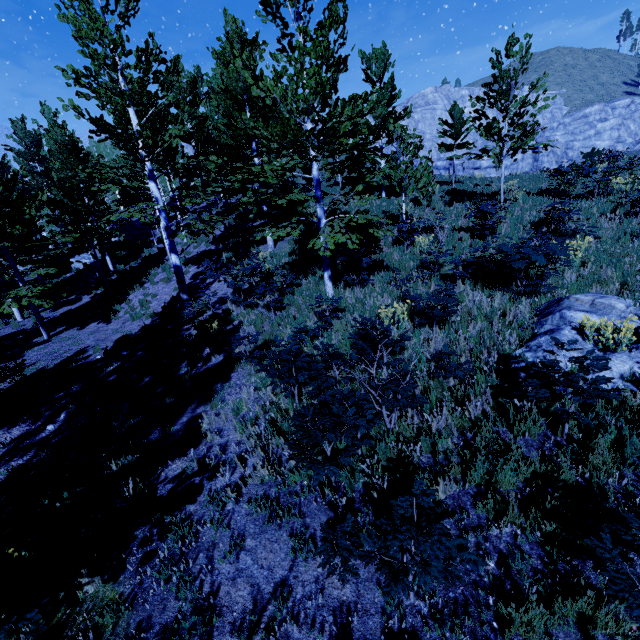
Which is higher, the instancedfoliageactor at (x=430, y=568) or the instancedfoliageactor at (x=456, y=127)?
the instancedfoliageactor at (x=456, y=127)

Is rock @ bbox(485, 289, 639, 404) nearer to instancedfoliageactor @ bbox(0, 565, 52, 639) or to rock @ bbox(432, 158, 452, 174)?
instancedfoliageactor @ bbox(0, 565, 52, 639)

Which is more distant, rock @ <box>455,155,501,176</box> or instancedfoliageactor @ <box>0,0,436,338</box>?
rock @ <box>455,155,501,176</box>

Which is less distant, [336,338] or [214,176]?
[336,338]

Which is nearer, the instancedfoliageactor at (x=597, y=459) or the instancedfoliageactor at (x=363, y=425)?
the instancedfoliageactor at (x=597, y=459)

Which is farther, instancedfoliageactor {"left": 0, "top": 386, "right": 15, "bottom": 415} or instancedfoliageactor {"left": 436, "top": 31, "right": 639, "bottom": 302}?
instancedfoliageactor {"left": 0, "top": 386, "right": 15, "bottom": 415}

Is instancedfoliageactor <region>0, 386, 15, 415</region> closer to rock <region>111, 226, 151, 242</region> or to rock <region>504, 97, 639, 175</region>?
rock <region>111, 226, 151, 242</region>

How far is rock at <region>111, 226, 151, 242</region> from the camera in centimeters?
2983cm
